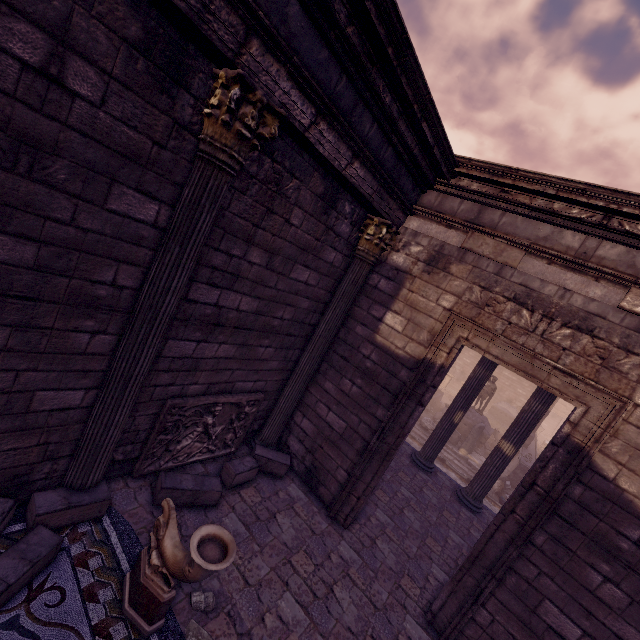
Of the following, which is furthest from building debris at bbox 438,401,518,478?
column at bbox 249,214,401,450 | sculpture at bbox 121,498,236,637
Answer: sculpture at bbox 121,498,236,637

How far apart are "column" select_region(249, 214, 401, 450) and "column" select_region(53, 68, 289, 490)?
2.6m

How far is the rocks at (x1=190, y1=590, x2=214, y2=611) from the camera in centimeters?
342cm

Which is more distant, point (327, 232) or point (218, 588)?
point (327, 232)

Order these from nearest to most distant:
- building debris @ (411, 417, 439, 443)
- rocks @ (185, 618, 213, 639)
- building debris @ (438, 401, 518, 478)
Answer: rocks @ (185, 618, 213, 639) < building debris @ (438, 401, 518, 478) < building debris @ (411, 417, 439, 443)

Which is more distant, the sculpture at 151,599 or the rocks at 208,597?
the rocks at 208,597

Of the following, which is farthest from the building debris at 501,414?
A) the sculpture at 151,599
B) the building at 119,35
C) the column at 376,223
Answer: the sculpture at 151,599

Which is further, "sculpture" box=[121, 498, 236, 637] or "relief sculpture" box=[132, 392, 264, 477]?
"relief sculpture" box=[132, 392, 264, 477]
